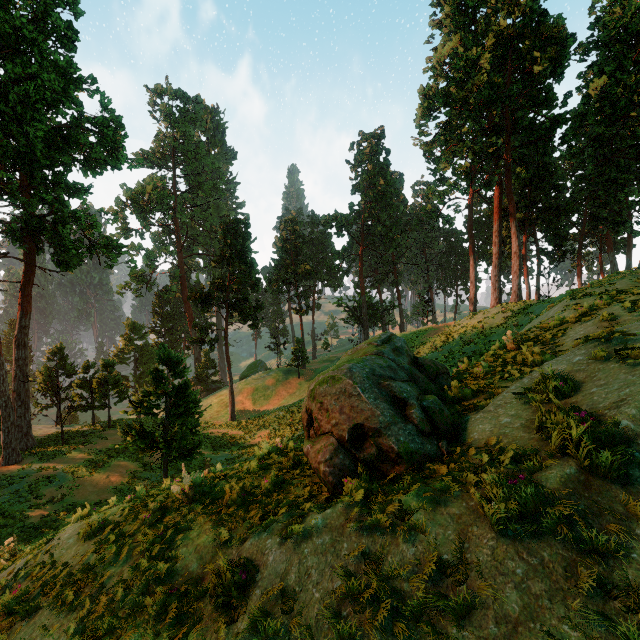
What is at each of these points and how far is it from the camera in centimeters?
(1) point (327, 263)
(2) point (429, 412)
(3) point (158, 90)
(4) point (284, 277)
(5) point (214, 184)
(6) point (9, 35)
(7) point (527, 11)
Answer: (1) treerock, 5469cm
(2) treerock, 650cm
(3) treerock, 5816cm
(4) treerock, 4850cm
(5) treerock, 5809cm
(6) treerock, 2139cm
(7) treerock, 2716cm

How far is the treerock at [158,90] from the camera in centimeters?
5656cm

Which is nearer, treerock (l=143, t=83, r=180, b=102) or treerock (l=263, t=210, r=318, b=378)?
treerock (l=263, t=210, r=318, b=378)

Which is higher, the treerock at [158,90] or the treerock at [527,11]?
the treerock at [158,90]

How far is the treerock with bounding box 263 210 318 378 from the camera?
46.6 meters
